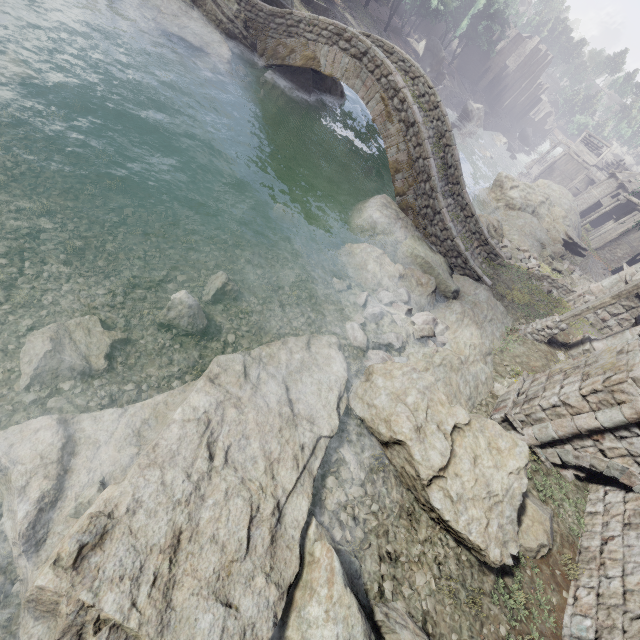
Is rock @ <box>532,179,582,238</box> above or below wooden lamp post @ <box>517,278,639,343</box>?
below

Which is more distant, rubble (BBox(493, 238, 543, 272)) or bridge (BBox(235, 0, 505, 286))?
rubble (BBox(493, 238, 543, 272))

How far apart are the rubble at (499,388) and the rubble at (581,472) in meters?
1.6

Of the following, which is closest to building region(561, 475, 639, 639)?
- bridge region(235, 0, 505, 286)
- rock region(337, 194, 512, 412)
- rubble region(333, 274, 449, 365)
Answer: rock region(337, 194, 512, 412)

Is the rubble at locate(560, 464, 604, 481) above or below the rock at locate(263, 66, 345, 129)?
above

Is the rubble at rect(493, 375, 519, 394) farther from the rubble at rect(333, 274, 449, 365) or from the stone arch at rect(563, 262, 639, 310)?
the rubble at rect(333, 274, 449, 365)

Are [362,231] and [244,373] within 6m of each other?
no

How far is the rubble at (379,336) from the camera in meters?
9.9
